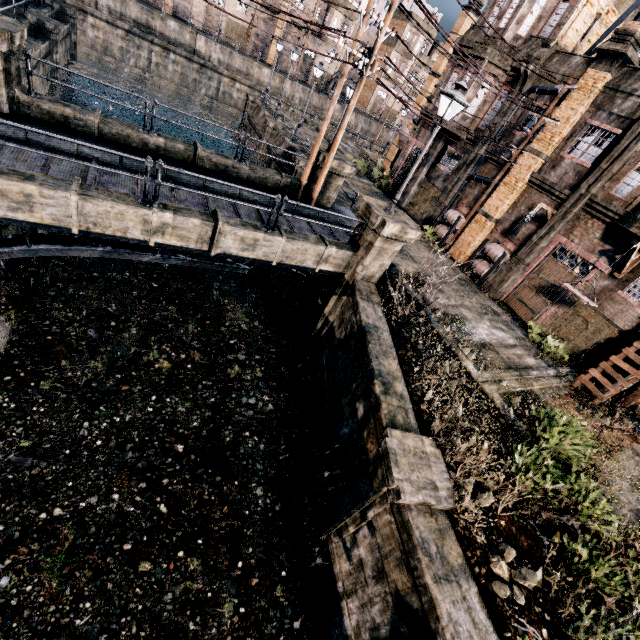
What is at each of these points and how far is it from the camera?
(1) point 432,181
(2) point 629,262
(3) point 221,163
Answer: (1) building, 24.8m
(2) pulley, 14.3m
(3) column, 14.3m

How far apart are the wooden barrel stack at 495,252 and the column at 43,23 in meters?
29.6 m

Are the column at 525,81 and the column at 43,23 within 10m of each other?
no

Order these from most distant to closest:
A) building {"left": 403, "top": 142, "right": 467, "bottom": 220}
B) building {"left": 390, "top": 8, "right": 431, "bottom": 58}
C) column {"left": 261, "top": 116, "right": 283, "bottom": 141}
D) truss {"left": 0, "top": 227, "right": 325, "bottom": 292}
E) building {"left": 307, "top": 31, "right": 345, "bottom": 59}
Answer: building {"left": 390, "top": 8, "right": 431, "bottom": 58} < building {"left": 307, "top": 31, "right": 345, "bottom": 59} < column {"left": 261, "top": 116, "right": 283, "bottom": 141} < building {"left": 403, "top": 142, "right": 467, "bottom": 220} < truss {"left": 0, "top": 227, "right": 325, "bottom": 292}

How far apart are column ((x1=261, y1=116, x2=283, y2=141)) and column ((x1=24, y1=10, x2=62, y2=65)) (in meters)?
14.11

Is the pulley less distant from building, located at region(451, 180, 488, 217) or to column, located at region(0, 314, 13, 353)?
building, located at region(451, 180, 488, 217)

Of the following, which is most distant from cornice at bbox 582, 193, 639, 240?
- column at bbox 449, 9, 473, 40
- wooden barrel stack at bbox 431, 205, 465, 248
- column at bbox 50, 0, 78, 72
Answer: column at bbox 50, 0, 78, 72

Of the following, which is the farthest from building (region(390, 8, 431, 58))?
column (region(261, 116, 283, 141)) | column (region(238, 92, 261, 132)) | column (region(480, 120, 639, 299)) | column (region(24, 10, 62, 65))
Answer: column (region(480, 120, 639, 299))
